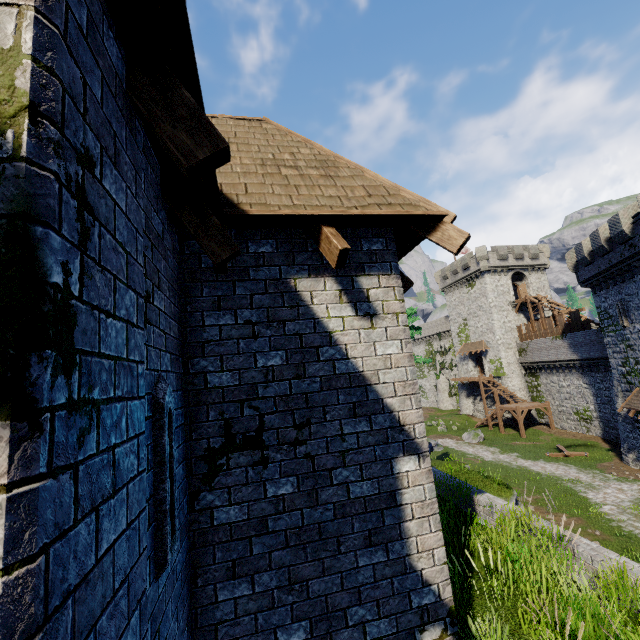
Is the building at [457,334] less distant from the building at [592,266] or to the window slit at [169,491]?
the building at [592,266]

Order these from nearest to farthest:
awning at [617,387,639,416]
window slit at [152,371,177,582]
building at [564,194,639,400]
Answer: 1. window slit at [152,371,177,582]
2. building at [564,194,639,400]
3. awning at [617,387,639,416]

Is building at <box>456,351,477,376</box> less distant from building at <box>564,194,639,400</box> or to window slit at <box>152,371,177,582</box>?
building at <box>564,194,639,400</box>

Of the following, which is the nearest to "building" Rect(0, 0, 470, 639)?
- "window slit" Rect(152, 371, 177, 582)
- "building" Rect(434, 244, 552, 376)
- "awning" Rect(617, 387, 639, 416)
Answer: "window slit" Rect(152, 371, 177, 582)

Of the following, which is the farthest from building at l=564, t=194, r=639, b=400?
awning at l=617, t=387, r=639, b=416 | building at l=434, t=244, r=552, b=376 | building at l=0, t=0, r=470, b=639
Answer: building at l=434, t=244, r=552, b=376

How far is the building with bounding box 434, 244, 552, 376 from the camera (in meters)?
41.97

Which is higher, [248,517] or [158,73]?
[158,73]

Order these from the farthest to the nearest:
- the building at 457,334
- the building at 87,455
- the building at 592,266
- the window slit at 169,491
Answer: the building at 457,334 → the building at 592,266 → the window slit at 169,491 → the building at 87,455
